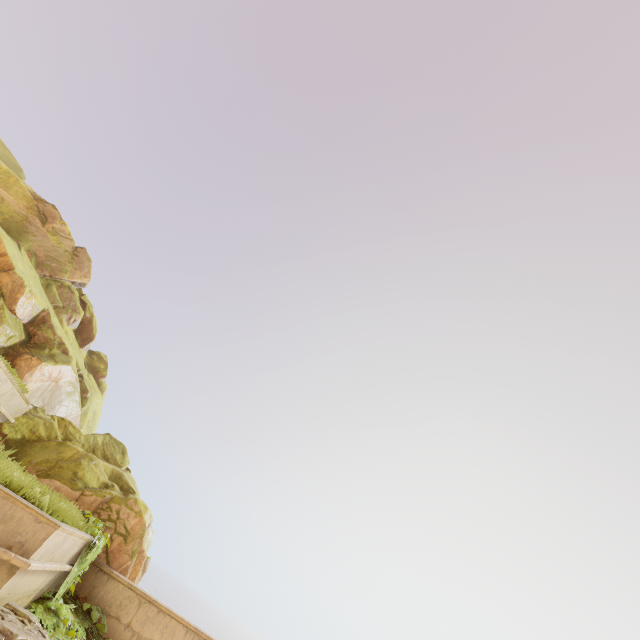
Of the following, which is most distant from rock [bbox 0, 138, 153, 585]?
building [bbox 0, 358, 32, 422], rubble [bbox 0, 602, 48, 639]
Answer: rubble [bbox 0, 602, 48, 639]

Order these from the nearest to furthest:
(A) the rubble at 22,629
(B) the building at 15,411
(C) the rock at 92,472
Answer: (A) the rubble at 22,629 → (B) the building at 15,411 → (C) the rock at 92,472

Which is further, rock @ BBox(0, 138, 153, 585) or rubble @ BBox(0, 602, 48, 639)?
rock @ BBox(0, 138, 153, 585)

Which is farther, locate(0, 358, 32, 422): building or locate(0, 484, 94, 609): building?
locate(0, 358, 32, 422): building

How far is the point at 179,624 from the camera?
8.4 meters

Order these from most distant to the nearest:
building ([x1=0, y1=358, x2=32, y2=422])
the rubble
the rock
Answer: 1. the rock
2. building ([x1=0, y1=358, x2=32, y2=422])
3. the rubble

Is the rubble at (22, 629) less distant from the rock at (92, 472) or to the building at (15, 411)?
the building at (15, 411)
